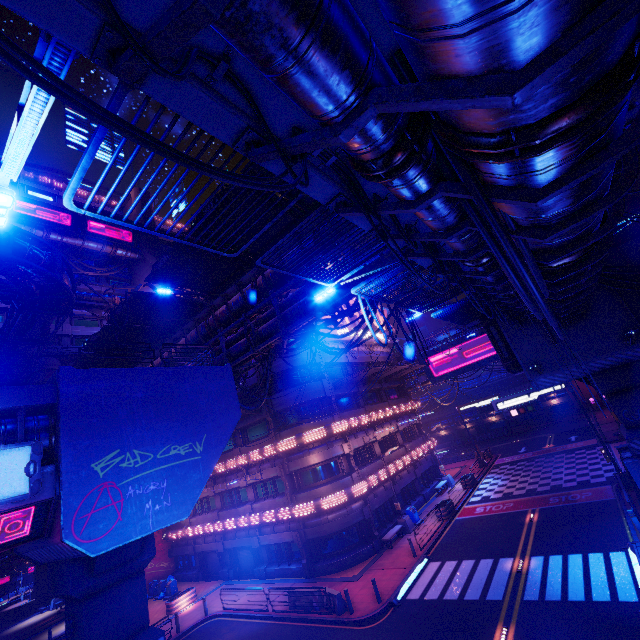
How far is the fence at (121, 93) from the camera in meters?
3.4 m

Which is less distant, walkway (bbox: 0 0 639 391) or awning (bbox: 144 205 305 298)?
walkway (bbox: 0 0 639 391)

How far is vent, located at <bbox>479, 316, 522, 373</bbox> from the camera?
20.44m

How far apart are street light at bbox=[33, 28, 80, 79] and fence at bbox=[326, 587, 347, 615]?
21.0 meters

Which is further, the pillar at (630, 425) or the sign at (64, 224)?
the sign at (64, 224)

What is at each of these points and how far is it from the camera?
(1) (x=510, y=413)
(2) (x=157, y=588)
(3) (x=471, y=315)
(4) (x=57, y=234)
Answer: (1) sign, 24.5 meters
(2) trash can, 29.9 meters
(3) fence, 19.0 meters
(4) walkway, 43.1 meters

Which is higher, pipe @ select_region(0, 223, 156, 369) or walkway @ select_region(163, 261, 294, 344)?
pipe @ select_region(0, 223, 156, 369)

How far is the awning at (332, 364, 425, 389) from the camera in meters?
27.5 m
